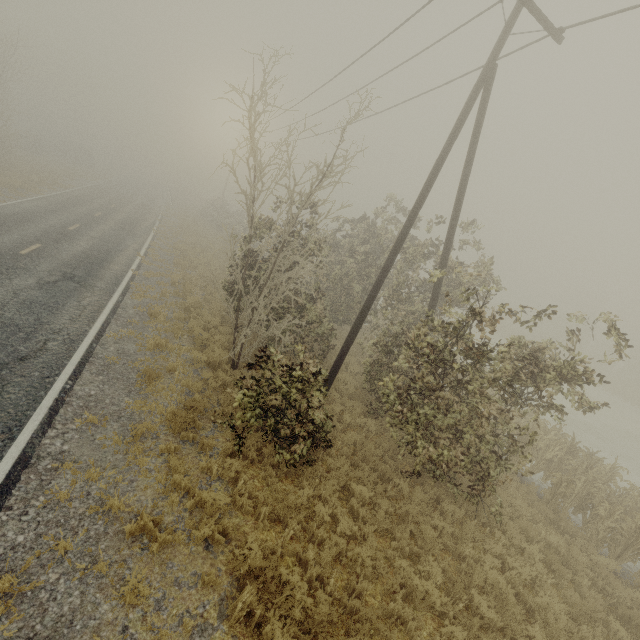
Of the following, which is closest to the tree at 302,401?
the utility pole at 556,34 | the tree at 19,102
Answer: the utility pole at 556,34

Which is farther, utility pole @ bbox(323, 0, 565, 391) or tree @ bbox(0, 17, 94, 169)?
tree @ bbox(0, 17, 94, 169)

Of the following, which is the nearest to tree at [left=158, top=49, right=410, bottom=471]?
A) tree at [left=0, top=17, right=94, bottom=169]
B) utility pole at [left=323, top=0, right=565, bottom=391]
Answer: utility pole at [left=323, top=0, right=565, bottom=391]

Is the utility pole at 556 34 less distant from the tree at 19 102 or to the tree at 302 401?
the tree at 302 401

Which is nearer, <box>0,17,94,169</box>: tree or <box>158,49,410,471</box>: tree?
<box>158,49,410,471</box>: tree

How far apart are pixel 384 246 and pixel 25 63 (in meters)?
78.63

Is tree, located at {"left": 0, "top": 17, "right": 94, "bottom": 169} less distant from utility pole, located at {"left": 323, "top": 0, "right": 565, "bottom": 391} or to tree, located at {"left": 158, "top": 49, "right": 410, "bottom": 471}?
tree, located at {"left": 158, "top": 49, "right": 410, "bottom": 471}
